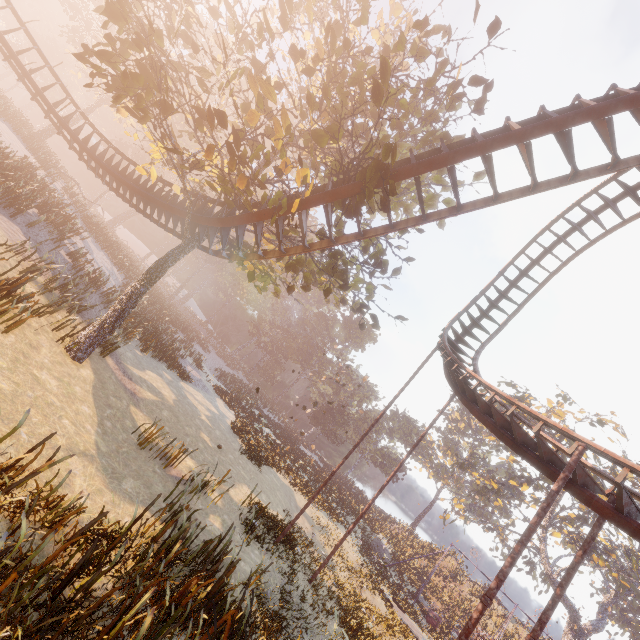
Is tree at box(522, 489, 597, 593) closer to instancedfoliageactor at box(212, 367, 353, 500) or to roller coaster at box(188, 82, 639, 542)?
instancedfoliageactor at box(212, 367, 353, 500)

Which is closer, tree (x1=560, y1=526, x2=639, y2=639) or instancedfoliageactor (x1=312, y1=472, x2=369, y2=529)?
instancedfoliageactor (x1=312, y1=472, x2=369, y2=529)

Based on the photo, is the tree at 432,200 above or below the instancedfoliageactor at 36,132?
above

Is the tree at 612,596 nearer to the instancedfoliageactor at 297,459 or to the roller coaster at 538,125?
the instancedfoliageactor at 297,459

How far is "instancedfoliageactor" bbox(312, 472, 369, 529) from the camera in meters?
26.0

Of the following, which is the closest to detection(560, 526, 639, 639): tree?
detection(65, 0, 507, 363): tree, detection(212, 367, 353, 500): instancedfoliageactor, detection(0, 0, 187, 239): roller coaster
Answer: detection(212, 367, 353, 500): instancedfoliageactor

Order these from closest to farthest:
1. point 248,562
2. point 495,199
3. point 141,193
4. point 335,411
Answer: point 495,199 < point 248,562 < point 141,193 < point 335,411

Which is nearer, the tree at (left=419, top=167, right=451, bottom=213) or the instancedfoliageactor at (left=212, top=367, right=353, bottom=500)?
the tree at (left=419, top=167, right=451, bottom=213)
